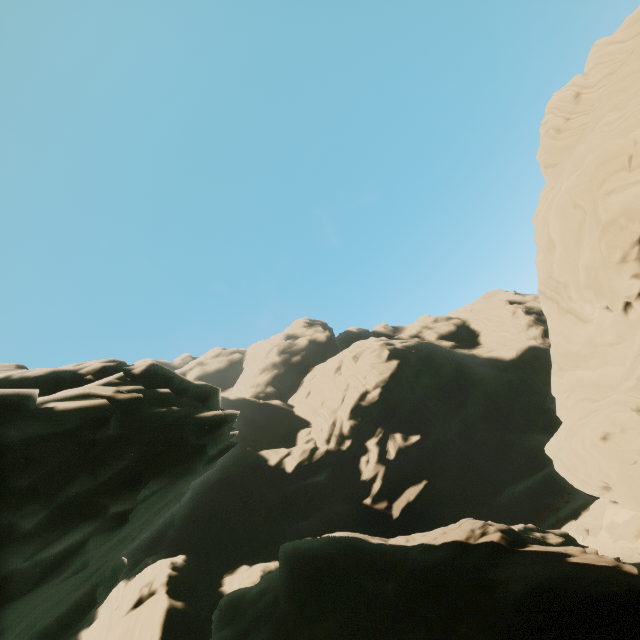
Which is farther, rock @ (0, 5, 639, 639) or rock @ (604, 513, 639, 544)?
rock @ (604, 513, 639, 544)

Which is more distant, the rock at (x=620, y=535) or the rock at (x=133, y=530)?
the rock at (x=620, y=535)

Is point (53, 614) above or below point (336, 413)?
below

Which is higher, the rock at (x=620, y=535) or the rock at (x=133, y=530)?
the rock at (x=133, y=530)

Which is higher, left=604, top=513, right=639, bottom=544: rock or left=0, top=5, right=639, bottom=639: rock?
left=0, top=5, right=639, bottom=639: rock
